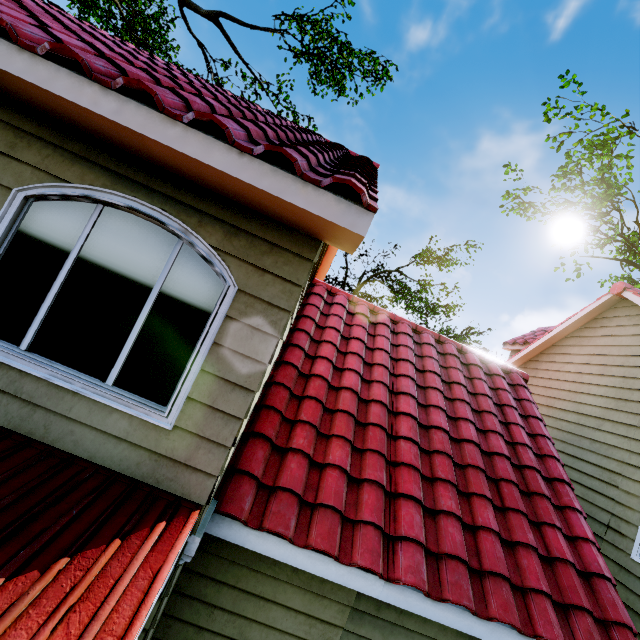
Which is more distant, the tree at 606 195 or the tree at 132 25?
the tree at 606 195

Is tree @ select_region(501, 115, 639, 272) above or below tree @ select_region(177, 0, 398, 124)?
above

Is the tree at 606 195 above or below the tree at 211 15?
above

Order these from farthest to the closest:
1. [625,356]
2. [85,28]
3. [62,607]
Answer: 1. [625,356]
2. [85,28]
3. [62,607]

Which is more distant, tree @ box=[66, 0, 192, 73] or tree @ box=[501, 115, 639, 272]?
tree @ box=[501, 115, 639, 272]
